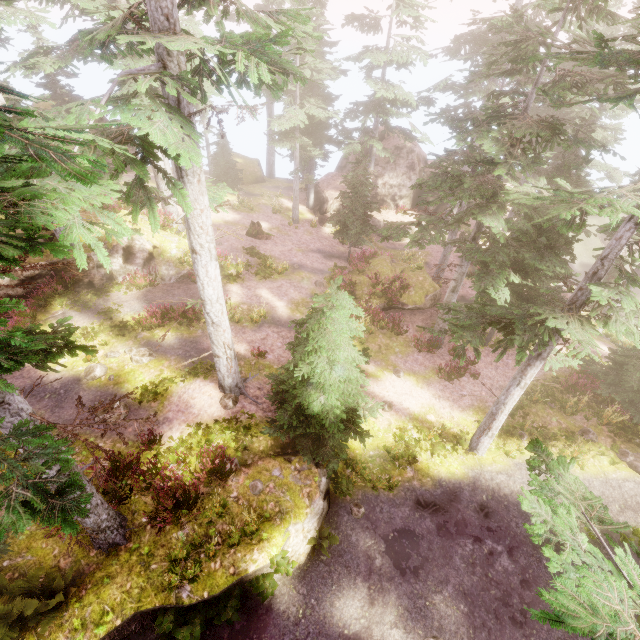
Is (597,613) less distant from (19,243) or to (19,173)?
(19,243)

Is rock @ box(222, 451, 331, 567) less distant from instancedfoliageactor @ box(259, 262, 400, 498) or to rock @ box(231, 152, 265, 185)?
instancedfoliageactor @ box(259, 262, 400, 498)

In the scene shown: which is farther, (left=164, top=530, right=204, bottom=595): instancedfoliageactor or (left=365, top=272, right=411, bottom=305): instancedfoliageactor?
(left=365, top=272, right=411, bottom=305): instancedfoliageactor

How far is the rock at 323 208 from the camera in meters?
28.6 m

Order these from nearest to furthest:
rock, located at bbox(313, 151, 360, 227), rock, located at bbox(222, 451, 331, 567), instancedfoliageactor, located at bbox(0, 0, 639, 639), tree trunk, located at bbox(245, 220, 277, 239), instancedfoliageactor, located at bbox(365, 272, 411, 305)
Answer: instancedfoliageactor, located at bbox(0, 0, 639, 639), rock, located at bbox(222, 451, 331, 567), instancedfoliageactor, located at bbox(365, 272, 411, 305), tree trunk, located at bbox(245, 220, 277, 239), rock, located at bbox(313, 151, 360, 227)

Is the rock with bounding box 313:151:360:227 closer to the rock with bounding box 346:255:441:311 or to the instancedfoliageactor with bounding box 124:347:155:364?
the instancedfoliageactor with bounding box 124:347:155:364

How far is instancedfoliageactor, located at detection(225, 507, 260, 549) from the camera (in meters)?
8.81

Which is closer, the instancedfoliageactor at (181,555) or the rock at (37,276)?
the instancedfoliageactor at (181,555)
